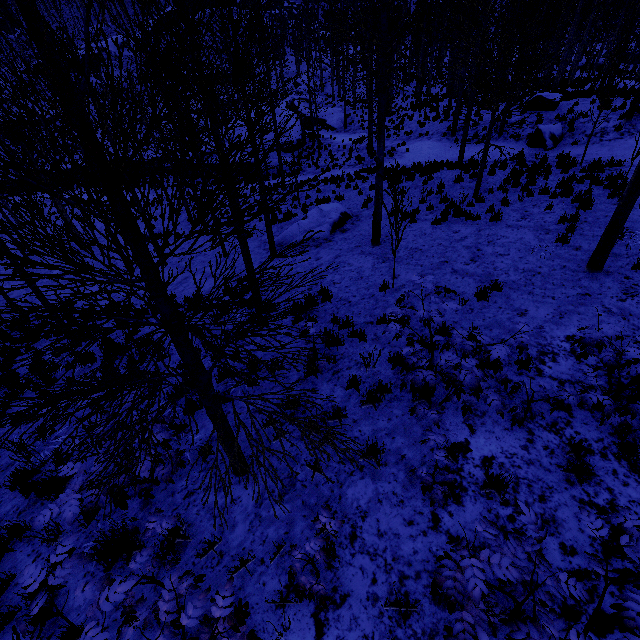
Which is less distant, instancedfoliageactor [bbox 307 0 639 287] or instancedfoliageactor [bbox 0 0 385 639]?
instancedfoliageactor [bbox 0 0 385 639]

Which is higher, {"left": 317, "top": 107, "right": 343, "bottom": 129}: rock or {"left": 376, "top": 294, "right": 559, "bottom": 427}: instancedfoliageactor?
{"left": 376, "top": 294, "right": 559, "bottom": 427}: instancedfoliageactor

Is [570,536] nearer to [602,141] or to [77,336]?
[77,336]

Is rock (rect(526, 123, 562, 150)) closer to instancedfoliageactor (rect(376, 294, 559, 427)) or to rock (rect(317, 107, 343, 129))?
instancedfoliageactor (rect(376, 294, 559, 427))

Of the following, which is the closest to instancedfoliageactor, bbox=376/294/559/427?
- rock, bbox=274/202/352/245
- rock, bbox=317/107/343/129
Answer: rock, bbox=274/202/352/245

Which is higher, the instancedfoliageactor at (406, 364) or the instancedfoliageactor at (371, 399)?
the instancedfoliageactor at (406, 364)

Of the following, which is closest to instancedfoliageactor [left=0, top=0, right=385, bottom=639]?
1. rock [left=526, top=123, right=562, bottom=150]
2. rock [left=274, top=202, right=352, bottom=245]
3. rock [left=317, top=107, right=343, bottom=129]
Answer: rock [left=274, top=202, right=352, bottom=245]

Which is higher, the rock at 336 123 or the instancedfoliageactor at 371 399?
the instancedfoliageactor at 371 399
